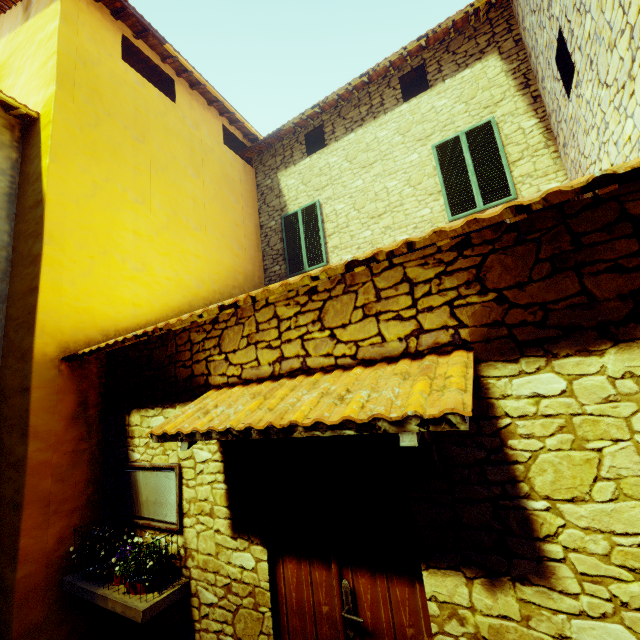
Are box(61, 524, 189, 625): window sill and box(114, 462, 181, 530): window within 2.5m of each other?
yes

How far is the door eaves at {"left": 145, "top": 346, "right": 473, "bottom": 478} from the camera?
1.6m

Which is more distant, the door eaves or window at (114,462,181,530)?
window at (114,462,181,530)

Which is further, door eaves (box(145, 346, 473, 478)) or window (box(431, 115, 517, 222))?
window (box(431, 115, 517, 222))

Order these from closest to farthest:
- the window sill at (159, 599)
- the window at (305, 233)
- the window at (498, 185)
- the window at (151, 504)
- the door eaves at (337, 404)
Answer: the door eaves at (337, 404)
the window sill at (159, 599)
the window at (151, 504)
the window at (498, 185)
the window at (305, 233)

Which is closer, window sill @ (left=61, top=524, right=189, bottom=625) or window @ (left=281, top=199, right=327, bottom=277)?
window sill @ (left=61, top=524, right=189, bottom=625)

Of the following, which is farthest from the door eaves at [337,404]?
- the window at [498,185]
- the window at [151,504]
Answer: the window at [498,185]

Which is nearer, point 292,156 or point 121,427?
point 121,427
